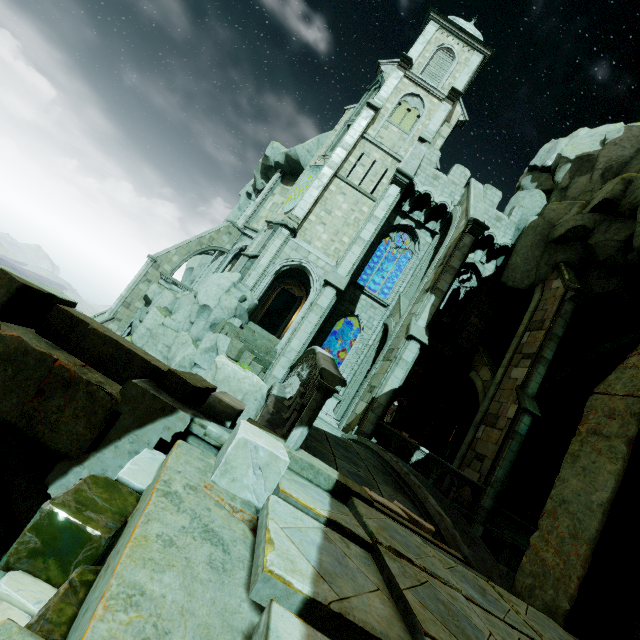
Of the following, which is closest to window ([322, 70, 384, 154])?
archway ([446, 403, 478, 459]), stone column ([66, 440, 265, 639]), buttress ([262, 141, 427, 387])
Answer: buttress ([262, 141, 427, 387])

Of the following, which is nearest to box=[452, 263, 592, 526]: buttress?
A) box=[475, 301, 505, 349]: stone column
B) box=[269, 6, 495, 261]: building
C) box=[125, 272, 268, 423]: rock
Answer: box=[475, 301, 505, 349]: stone column

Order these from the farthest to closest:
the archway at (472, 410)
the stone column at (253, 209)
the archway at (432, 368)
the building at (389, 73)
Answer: the stone column at (253, 209)
the archway at (472, 410)
the building at (389, 73)
the archway at (432, 368)

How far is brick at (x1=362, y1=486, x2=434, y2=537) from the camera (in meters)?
4.43

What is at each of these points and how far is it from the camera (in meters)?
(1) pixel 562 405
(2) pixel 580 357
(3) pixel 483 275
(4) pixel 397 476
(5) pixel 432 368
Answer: (1) stone column, 19.62
(2) archway, 16.83
(3) building, 20.78
(4) bridge, 7.33
(5) archway, 19.91

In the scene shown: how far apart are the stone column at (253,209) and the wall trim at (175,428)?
24.1m

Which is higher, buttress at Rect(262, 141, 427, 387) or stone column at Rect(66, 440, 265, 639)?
buttress at Rect(262, 141, 427, 387)

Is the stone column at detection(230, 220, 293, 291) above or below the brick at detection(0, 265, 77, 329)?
above
